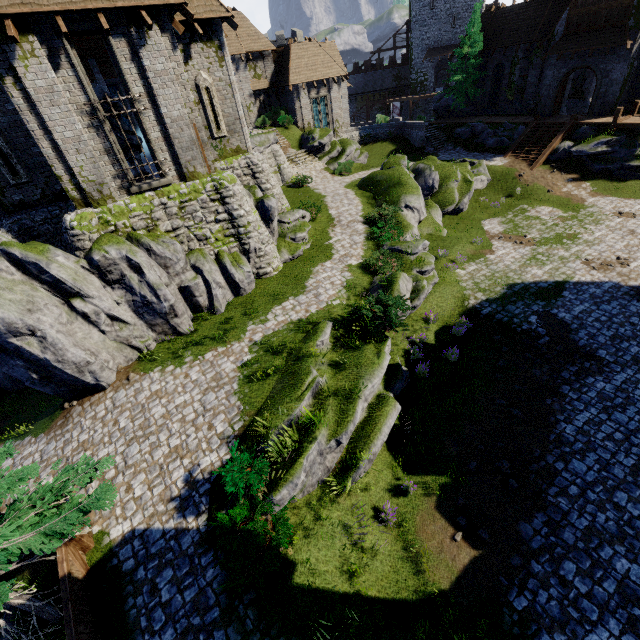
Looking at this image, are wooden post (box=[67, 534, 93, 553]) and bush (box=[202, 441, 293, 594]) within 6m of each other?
yes

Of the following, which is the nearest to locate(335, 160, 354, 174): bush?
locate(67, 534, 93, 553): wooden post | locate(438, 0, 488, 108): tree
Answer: locate(438, 0, 488, 108): tree

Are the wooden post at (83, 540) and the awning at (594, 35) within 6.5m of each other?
no

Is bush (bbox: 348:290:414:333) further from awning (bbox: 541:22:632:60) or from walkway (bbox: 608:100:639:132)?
awning (bbox: 541:22:632:60)

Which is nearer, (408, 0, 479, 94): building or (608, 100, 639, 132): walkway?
(608, 100, 639, 132): walkway

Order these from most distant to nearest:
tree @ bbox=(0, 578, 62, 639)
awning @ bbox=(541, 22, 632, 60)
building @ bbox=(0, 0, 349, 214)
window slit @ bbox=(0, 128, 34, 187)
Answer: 1. awning @ bbox=(541, 22, 632, 60)
2. window slit @ bbox=(0, 128, 34, 187)
3. building @ bbox=(0, 0, 349, 214)
4. tree @ bbox=(0, 578, 62, 639)

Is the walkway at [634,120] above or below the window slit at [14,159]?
below

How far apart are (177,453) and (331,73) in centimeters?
3808cm
